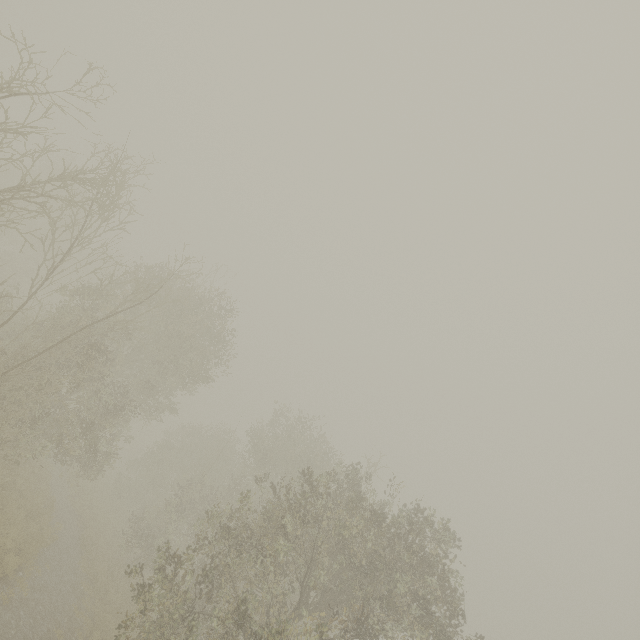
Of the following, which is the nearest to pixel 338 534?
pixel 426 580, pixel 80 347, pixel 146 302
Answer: pixel 426 580
